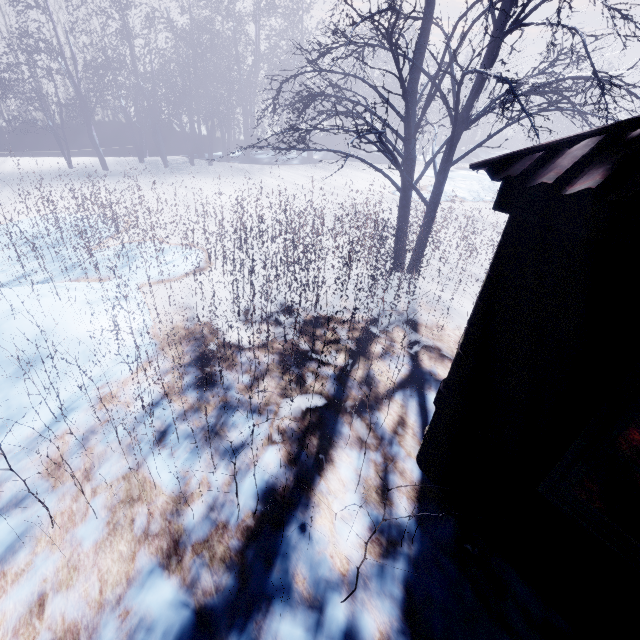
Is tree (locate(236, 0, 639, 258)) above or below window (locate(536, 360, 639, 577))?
above

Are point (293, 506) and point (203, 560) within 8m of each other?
yes

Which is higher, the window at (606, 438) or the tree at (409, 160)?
the tree at (409, 160)

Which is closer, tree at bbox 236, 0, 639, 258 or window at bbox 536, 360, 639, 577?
window at bbox 536, 360, 639, 577

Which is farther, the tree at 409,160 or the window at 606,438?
the tree at 409,160
